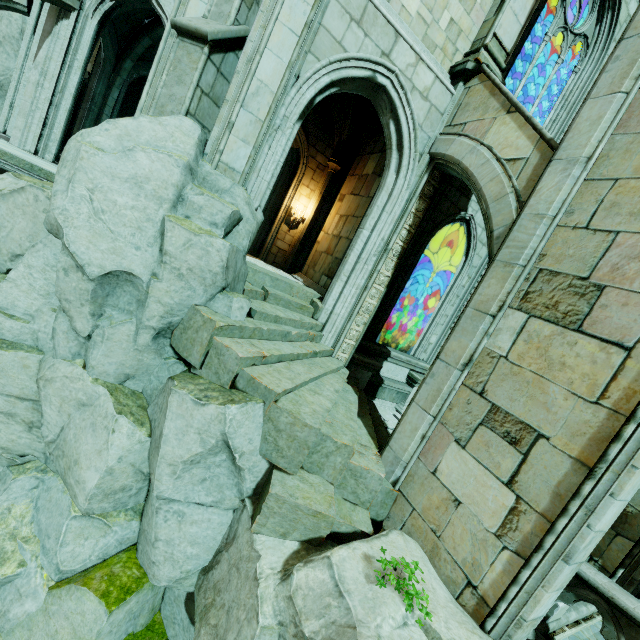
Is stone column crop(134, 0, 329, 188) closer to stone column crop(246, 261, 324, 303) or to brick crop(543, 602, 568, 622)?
stone column crop(246, 261, 324, 303)

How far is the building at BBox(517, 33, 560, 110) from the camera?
10.6m

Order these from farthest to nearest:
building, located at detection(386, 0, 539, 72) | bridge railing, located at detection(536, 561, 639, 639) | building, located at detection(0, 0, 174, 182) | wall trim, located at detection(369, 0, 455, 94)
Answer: building, located at detection(0, 0, 174, 182)
building, located at detection(386, 0, 539, 72)
wall trim, located at detection(369, 0, 455, 94)
bridge railing, located at detection(536, 561, 639, 639)

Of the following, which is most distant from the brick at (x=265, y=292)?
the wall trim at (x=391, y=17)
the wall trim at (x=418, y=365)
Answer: the wall trim at (x=391, y=17)

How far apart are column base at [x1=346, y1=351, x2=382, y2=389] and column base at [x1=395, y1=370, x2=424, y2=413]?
1.18m

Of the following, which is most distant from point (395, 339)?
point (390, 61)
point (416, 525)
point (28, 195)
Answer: point (28, 195)

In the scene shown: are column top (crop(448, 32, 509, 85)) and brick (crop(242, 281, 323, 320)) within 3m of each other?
no

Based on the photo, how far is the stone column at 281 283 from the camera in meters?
7.5 m
